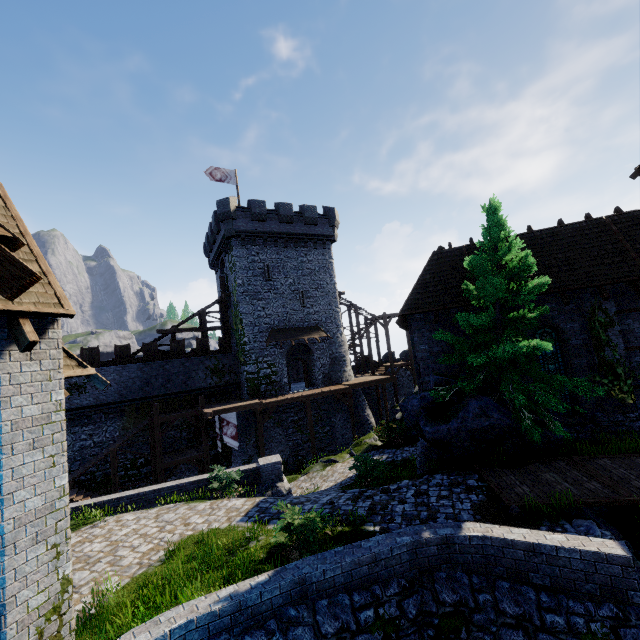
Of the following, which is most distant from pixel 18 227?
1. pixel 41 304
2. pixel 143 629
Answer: pixel 143 629

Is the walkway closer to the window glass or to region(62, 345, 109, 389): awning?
region(62, 345, 109, 389): awning

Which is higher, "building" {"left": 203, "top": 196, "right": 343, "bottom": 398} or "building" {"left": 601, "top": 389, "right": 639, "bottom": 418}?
"building" {"left": 203, "top": 196, "right": 343, "bottom": 398}

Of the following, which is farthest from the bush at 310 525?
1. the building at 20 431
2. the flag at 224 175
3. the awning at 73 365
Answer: the flag at 224 175

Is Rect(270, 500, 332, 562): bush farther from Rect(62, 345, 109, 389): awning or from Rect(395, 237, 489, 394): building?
Rect(395, 237, 489, 394): building

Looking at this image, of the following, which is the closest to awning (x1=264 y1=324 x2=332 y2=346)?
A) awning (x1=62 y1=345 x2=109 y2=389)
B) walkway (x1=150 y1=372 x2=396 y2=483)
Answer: walkway (x1=150 y1=372 x2=396 y2=483)

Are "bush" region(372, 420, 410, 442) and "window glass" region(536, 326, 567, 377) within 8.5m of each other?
yes

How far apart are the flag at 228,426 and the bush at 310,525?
15.4 meters
